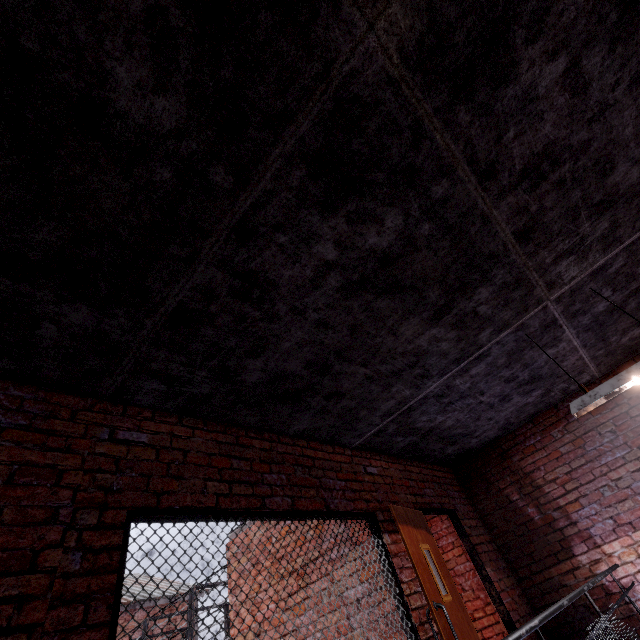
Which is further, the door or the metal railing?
the door

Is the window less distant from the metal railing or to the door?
the door

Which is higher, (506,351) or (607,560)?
(506,351)

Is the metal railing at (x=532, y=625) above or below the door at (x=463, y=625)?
below

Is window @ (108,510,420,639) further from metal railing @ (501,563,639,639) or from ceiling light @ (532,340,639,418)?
ceiling light @ (532,340,639,418)

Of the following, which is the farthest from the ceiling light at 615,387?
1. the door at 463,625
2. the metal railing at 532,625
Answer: the door at 463,625

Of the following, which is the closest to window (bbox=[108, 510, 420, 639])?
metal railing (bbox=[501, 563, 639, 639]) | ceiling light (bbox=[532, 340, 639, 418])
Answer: metal railing (bbox=[501, 563, 639, 639])

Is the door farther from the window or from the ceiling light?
the ceiling light
